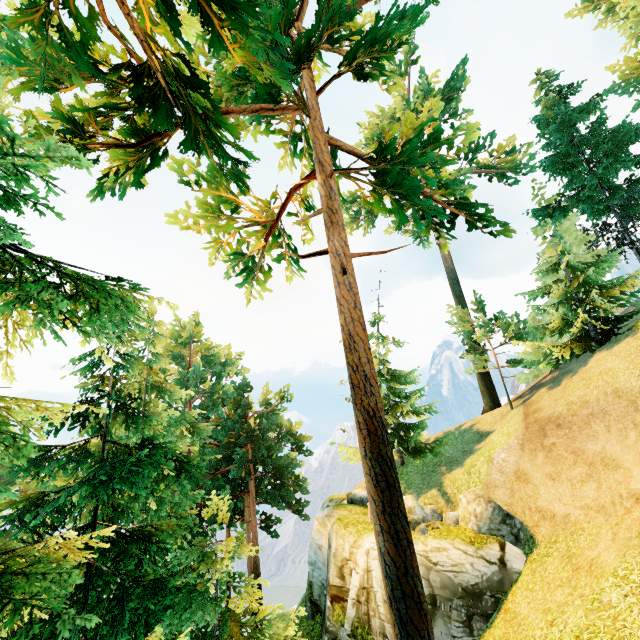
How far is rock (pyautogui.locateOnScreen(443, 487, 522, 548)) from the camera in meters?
13.1 m

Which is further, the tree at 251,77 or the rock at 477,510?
the rock at 477,510

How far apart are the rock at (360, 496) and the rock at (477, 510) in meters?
6.6

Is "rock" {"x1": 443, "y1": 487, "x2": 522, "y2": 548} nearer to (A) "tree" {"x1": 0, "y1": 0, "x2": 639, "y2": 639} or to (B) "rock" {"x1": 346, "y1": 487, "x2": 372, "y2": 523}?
(B) "rock" {"x1": 346, "y1": 487, "x2": 372, "y2": 523}

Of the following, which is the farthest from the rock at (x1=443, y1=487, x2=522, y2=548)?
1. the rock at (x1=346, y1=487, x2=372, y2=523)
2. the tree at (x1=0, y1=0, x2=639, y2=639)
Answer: the tree at (x1=0, y1=0, x2=639, y2=639)

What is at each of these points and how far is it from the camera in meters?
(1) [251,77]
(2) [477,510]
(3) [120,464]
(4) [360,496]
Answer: (1) tree, 6.4
(2) rock, 13.6
(3) tree, 8.1
(4) rock, 20.7

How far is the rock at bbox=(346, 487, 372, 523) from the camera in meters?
17.0

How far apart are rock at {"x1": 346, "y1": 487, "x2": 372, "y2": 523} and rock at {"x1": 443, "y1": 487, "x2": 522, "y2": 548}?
6.59m
